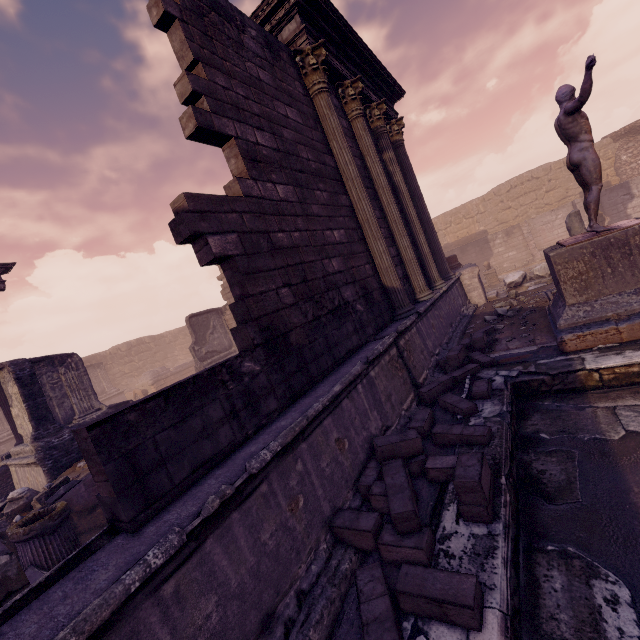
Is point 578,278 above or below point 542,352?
above

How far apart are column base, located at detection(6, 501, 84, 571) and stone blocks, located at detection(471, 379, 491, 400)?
5.3 meters

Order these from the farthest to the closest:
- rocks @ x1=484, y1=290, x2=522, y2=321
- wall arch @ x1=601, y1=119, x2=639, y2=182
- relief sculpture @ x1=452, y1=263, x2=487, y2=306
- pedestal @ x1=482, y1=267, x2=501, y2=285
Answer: wall arch @ x1=601, y1=119, x2=639, y2=182 < pedestal @ x1=482, y1=267, x2=501, y2=285 < relief sculpture @ x1=452, y1=263, x2=487, y2=306 < rocks @ x1=484, y1=290, x2=522, y2=321

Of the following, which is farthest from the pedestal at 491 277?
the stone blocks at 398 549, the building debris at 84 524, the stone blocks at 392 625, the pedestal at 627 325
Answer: the stone blocks at 392 625

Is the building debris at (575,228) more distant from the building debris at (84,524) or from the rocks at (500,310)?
the building debris at (84,524)

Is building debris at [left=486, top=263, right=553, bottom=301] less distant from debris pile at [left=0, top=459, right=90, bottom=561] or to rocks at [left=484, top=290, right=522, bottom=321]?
rocks at [left=484, top=290, right=522, bottom=321]

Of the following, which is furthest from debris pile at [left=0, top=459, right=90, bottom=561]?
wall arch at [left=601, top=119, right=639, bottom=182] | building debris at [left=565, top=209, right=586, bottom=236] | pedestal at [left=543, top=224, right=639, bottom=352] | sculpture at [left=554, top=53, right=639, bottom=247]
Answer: wall arch at [left=601, top=119, right=639, bottom=182]

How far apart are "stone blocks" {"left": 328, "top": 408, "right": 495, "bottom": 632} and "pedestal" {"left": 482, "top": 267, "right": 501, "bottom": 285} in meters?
15.5 m
